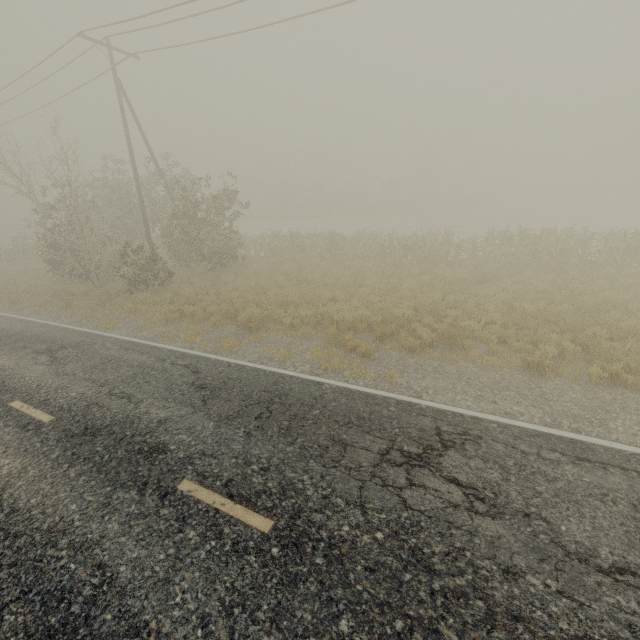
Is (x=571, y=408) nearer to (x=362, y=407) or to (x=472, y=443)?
(x=472, y=443)
